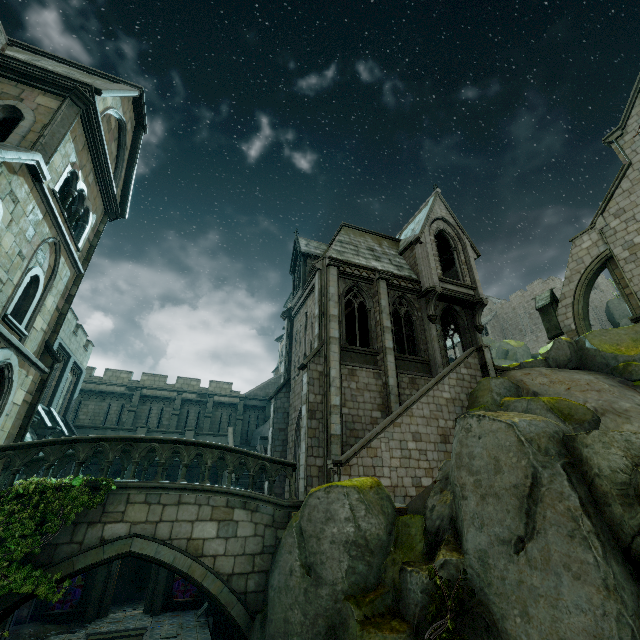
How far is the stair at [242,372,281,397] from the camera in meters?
32.8

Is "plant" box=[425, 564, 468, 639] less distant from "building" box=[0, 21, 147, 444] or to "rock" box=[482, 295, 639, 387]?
"building" box=[0, 21, 147, 444]

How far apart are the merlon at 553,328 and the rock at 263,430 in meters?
22.5

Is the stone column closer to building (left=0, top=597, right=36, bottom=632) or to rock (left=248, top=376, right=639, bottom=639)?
building (left=0, top=597, right=36, bottom=632)

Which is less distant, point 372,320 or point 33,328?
point 33,328

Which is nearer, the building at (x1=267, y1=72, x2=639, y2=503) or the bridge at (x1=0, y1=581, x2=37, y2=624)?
the bridge at (x1=0, y1=581, x2=37, y2=624)

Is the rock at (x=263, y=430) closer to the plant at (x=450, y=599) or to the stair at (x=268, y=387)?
the stair at (x=268, y=387)

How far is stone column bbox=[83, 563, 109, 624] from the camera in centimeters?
1855cm
